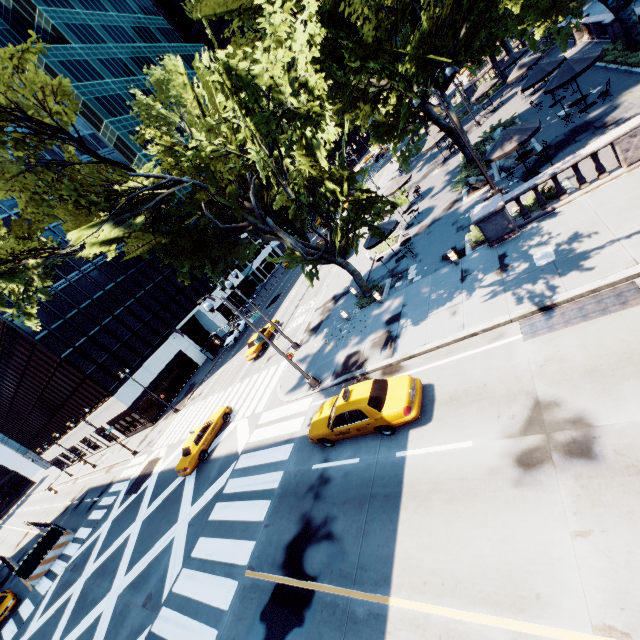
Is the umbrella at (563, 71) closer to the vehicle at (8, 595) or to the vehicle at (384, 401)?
the vehicle at (384, 401)

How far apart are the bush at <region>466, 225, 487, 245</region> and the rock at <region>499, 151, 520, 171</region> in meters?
6.0

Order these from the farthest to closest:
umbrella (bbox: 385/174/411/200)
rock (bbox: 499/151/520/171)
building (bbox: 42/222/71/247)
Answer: building (bbox: 42/222/71/247), umbrella (bbox: 385/174/411/200), rock (bbox: 499/151/520/171)

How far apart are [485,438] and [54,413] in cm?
6353

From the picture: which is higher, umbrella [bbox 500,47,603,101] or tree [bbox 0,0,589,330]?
tree [bbox 0,0,589,330]

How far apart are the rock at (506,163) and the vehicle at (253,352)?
22.0m

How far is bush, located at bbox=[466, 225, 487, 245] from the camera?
15.9 meters

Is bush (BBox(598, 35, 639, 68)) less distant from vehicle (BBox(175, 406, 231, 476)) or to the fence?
vehicle (BBox(175, 406, 231, 476))
